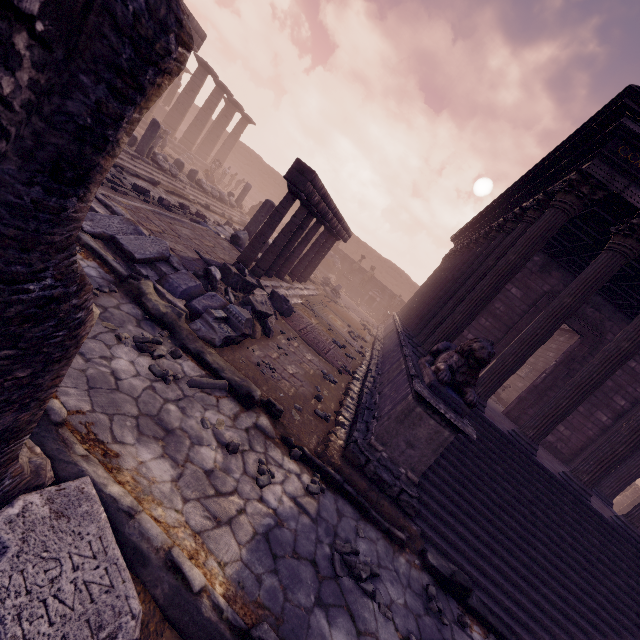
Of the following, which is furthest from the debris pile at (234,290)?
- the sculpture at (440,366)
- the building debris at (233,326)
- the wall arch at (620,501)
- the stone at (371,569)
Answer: the wall arch at (620,501)

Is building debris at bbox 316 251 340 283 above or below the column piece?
above

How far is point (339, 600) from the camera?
3.01m

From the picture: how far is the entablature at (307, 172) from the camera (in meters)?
7.29

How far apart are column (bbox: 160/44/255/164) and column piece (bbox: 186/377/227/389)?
26.36m

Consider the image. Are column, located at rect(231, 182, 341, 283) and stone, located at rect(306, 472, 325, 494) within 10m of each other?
yes

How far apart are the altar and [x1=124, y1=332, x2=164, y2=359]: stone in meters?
22.6 m

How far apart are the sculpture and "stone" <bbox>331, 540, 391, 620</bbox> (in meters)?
2.16
